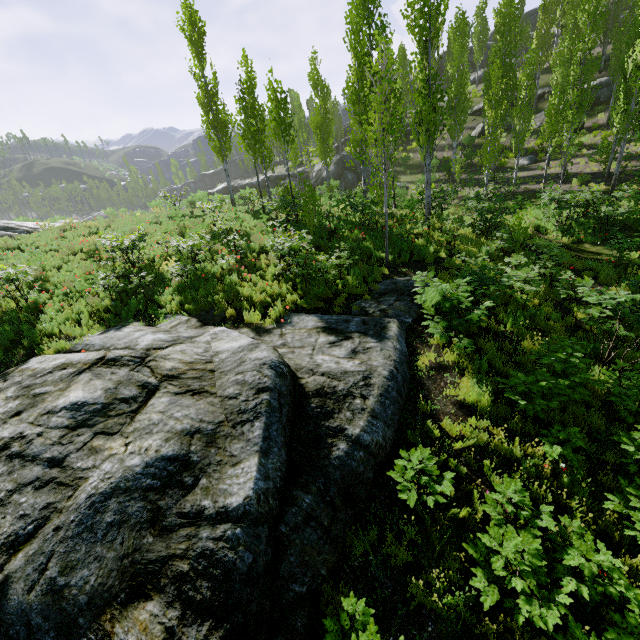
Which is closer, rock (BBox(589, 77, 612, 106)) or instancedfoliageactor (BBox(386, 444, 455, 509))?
instancedfoliageactor (BBox(386, 444, 455, 509))

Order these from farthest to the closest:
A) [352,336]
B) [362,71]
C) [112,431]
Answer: [362,71] → [352,336] → [112,431]

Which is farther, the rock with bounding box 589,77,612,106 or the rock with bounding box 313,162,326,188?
the rock with bounding box 313,162,326,188

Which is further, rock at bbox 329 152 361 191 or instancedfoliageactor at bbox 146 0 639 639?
rock at bbox 329 152 361 191

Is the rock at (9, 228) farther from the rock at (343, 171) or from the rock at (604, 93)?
the rock at (343, 171)

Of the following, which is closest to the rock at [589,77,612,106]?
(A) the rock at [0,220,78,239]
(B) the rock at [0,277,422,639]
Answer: (A) the rock at [0,220,78,239]

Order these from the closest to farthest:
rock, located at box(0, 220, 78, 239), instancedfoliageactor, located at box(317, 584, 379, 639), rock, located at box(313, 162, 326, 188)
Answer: instancedfoliageactor, located at box(317, 584, 379, 639), rock, located at box(0, 220, 78, 239), rock, located at box(313, 162, 326, 188)

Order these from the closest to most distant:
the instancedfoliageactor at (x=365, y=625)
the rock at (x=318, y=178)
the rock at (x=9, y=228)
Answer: the instancedfoliageactor at (x=365, y=625) → the rock at (x=9, y=228) → the rock at (x=318, y=178)
